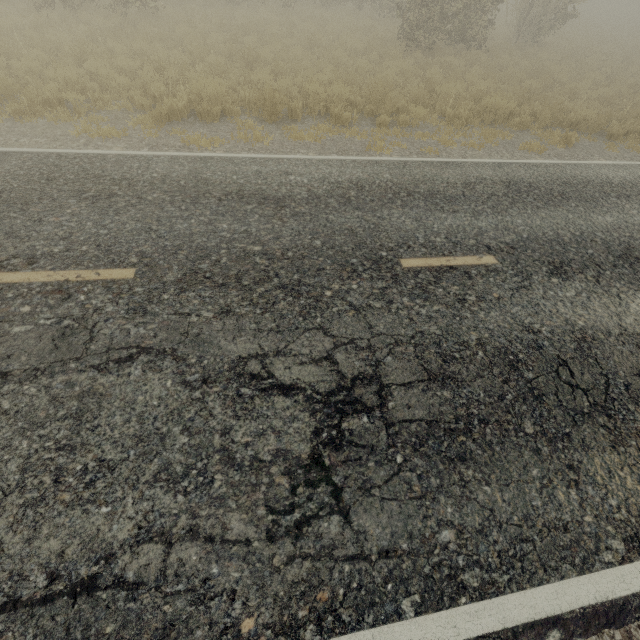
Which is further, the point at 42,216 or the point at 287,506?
the point at 42,216
